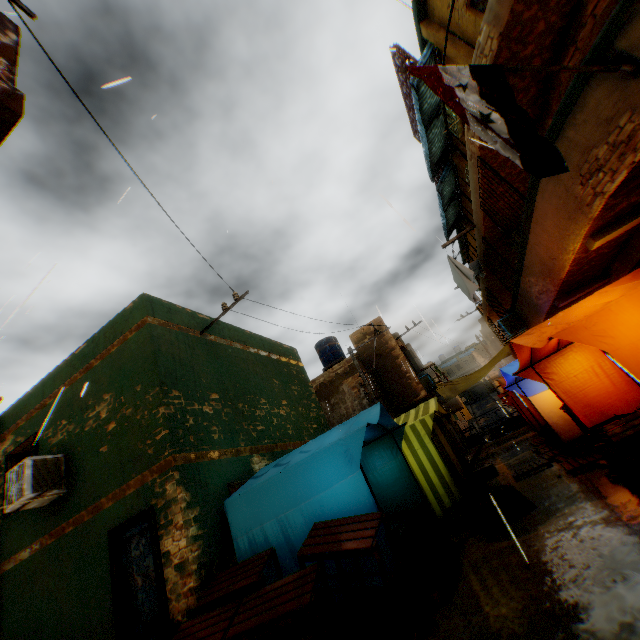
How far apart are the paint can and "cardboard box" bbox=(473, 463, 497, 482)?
8.31m

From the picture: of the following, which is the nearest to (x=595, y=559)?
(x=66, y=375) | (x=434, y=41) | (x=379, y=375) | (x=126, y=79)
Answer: (x=126, y=79)

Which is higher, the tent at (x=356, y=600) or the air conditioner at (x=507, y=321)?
the air conditioner at (x=507, y=321)

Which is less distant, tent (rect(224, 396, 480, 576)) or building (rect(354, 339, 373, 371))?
tent (rect(224, 396, 480, 576))

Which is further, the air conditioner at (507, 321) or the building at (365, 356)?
the building at (365, 356)

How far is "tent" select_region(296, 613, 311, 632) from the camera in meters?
4.6 m

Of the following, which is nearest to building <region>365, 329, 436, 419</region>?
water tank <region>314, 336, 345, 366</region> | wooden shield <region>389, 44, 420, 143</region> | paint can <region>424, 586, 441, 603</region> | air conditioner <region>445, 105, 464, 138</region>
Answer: air conditioner <region>445, 105, 464, 138</region>

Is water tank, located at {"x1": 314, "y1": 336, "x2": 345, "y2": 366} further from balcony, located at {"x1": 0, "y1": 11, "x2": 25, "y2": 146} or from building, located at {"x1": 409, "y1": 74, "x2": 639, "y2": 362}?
balcony, located at {"x1": 0, "y1": 11, "x2": 25, "y2": 146}
